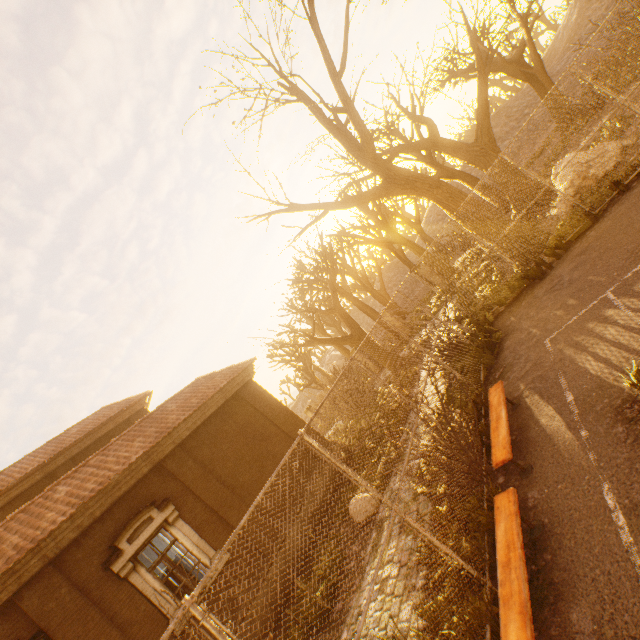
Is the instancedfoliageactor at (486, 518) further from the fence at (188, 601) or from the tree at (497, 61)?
the tree at (497, 61)

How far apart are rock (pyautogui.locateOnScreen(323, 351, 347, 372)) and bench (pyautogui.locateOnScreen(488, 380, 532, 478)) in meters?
47.6 m

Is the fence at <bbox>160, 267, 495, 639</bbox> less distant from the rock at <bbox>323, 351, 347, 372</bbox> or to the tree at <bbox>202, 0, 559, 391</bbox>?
the tree at <bbox>202, 0, 559, 391</bbox>

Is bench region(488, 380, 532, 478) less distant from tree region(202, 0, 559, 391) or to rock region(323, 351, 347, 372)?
tree region(202, 0, 559, 391)

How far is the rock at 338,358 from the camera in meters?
49.3

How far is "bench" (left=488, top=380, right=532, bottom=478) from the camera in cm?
461

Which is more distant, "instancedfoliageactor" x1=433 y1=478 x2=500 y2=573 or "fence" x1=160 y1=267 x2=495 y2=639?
"instancedfoliageactor" x1=433 y1=478 x2=500 y2=573

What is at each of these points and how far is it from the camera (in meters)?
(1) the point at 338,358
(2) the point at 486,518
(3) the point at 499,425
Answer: (1) rock, 55.25
(2) instancedfoliageactor, 4.29
(3) bench, 5.15
